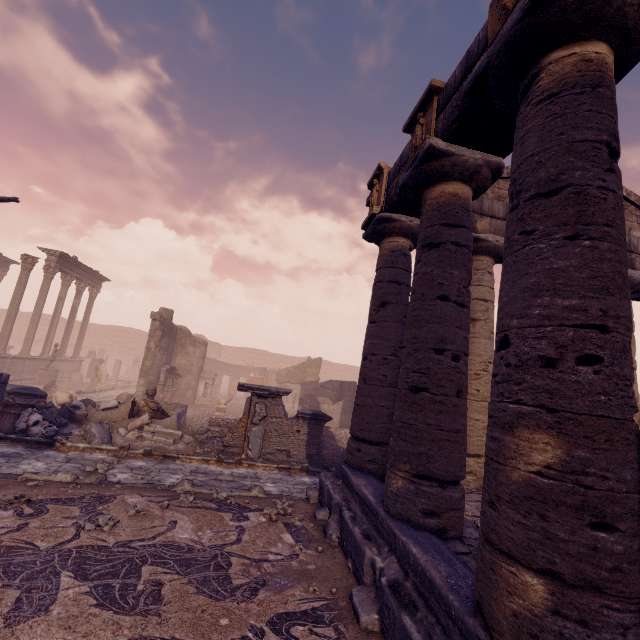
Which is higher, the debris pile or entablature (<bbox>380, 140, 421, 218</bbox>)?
entablature (<bbox>380, 140, 421, 218</bbox>)

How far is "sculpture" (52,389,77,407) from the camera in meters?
12.3 m

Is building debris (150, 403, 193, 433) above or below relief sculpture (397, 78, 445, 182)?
below

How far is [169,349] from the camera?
18.02m

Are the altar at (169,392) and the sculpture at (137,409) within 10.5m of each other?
yes

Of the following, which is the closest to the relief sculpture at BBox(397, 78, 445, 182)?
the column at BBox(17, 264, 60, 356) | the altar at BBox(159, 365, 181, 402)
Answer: the altar at BBox(159, 365, 181, 402)

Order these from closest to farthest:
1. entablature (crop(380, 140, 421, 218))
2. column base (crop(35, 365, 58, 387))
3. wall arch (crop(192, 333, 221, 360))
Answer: entablature (crop(380, 140, 421, 218))
column base (crop(35, 365, 58, 387))
wall arch (crop(192, 333, 221, 360))

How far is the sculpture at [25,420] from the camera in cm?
876
